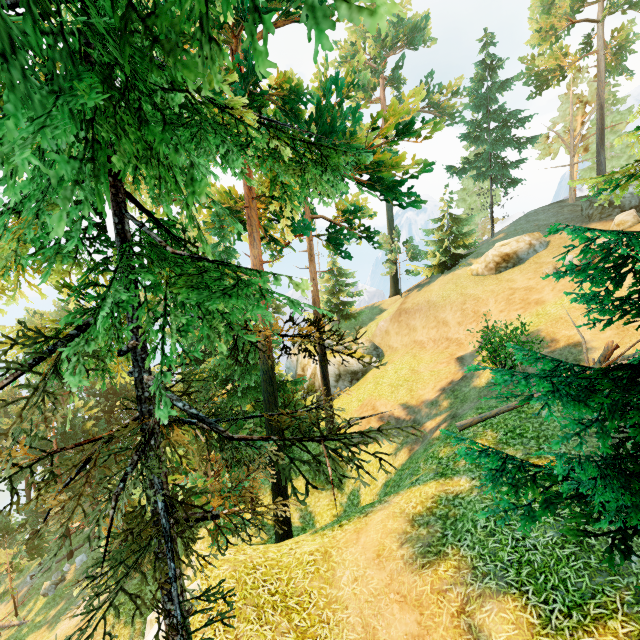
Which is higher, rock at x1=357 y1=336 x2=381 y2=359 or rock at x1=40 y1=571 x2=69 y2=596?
rock at x1=357 y1=336 x2=381 y2=359

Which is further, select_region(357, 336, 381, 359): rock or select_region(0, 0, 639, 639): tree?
select_region(357, 336, 381, 359): rock

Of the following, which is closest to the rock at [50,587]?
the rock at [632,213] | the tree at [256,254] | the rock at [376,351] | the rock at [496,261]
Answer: the tree at [256,254]

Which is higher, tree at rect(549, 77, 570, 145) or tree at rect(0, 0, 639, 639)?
tree at rect(549, 77, 570, 145)

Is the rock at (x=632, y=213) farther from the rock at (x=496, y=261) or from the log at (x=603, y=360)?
the log at (x=603, y=360)

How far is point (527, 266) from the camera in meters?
23.4 m

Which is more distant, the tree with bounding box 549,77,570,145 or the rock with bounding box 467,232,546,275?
the tree with bounding box 549,77,570,145

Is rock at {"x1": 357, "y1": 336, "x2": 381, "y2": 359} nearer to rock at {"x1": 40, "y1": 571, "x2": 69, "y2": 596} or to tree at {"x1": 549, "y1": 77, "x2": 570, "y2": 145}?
tree at {"x1": 549, "y1": 77, "x2": 570, "y2": 145}
